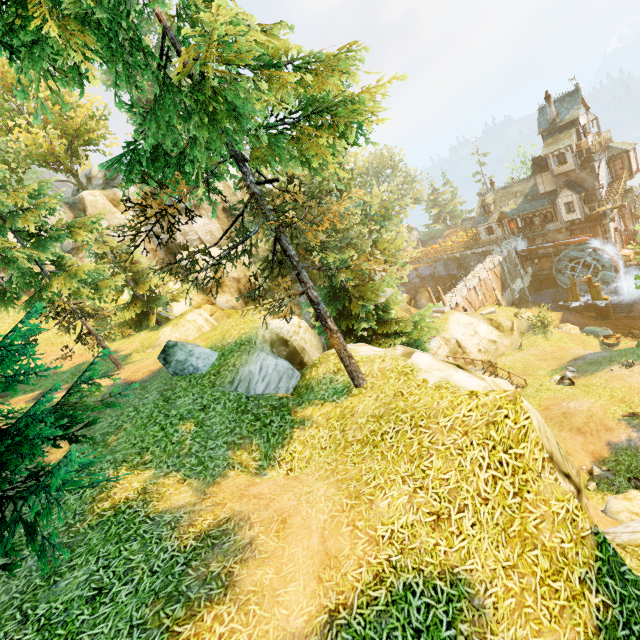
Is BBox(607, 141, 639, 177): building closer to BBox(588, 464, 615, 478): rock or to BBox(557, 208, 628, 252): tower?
BBox(557, 208, 628, 252): tower

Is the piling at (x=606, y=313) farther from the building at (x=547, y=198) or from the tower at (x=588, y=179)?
the building at (x=547, y=198)

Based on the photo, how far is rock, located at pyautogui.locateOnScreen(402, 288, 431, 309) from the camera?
45.63m

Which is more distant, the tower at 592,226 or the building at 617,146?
the tower at 592,226

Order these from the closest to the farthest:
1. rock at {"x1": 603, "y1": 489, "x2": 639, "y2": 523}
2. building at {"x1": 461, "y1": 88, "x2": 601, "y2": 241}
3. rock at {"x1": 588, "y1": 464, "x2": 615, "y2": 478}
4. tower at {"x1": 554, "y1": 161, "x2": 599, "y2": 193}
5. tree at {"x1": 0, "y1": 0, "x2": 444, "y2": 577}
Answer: tree at {"x1": 0, "y1": 0, "x2": 444, "y2": 577}, rock at {"x1": 603, "y1": 489, "x2": 639, "y2": 523}, rock at {"x1": 588, "y1": 464, "x2": 615, "y2": 478}, building at {"x1": 461, "y1": 88, "x2": 601, "y2": 241}, tower at {"x1": 554, "y1": 161, "x2": 599, "y2": 193}

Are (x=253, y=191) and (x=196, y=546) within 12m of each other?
yes

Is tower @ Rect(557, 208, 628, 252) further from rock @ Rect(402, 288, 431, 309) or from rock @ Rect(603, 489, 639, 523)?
rock @ Rect(603, 489, 639, 523)

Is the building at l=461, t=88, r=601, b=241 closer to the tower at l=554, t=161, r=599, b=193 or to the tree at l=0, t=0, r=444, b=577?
the tower at l=554, t=161, r=599, b=193
